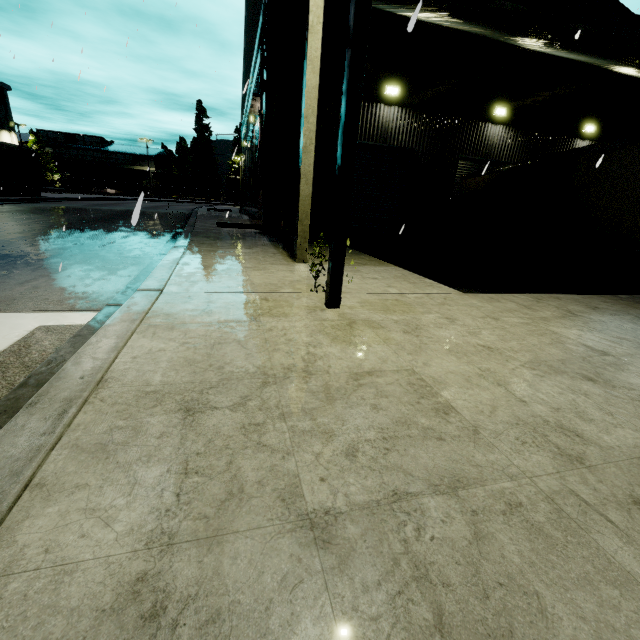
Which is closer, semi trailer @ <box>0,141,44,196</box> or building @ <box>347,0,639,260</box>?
building @ <box>347,0,639,260</box>

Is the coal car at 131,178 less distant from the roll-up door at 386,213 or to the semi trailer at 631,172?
the semi trailer at 631,172

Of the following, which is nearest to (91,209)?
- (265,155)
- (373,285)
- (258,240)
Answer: (265,155)

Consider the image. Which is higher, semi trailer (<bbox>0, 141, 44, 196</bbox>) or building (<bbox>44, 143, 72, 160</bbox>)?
building (<bbox>44, 143, 72, 160</bbox>)

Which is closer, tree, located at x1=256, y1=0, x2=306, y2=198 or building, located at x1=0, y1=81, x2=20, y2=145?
tree, located at x1=256, y1=0, x2=306, y2=198

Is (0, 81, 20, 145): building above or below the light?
above

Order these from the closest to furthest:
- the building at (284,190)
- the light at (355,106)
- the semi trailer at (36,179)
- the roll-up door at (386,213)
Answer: the light at (355,106) → the building at (284,190) → the roll-up door at (386,213) → the semi trailer at (36,179)

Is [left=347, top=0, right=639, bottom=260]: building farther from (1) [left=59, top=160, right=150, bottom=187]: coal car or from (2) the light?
(2) the light
